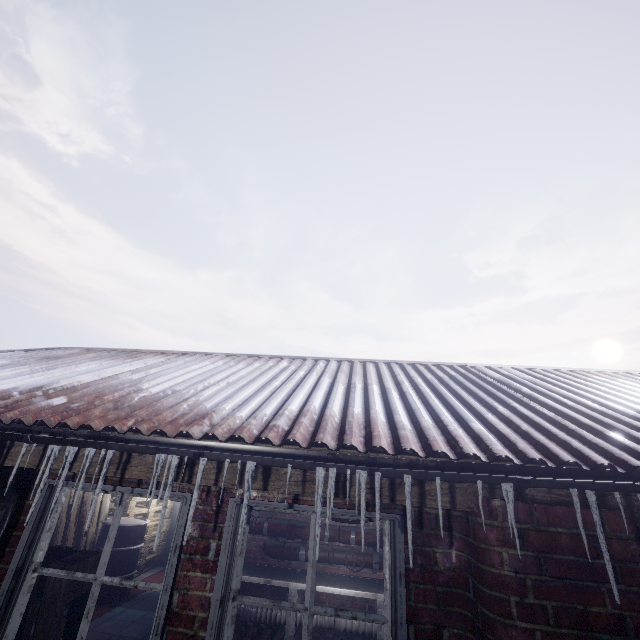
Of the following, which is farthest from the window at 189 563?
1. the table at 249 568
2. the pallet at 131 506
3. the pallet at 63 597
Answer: the pallet at 131 506

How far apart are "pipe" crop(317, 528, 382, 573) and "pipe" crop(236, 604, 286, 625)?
0.43m

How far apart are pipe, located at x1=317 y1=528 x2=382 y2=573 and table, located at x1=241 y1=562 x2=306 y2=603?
0.1 meters

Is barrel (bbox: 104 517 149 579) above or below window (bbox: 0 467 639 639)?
below

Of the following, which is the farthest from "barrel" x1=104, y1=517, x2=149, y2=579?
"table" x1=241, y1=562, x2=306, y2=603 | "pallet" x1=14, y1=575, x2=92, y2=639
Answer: "pallet" x1=14, y1=575, x2=92, y2=639

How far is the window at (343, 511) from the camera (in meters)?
1.62

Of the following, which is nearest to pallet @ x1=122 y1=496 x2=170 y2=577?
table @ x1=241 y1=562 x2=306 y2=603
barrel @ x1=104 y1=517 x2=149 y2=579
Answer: barrel @ x1=104 y1=517 x2=149 y2=579

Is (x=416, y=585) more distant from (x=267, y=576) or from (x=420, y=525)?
(x=267, y=576)
